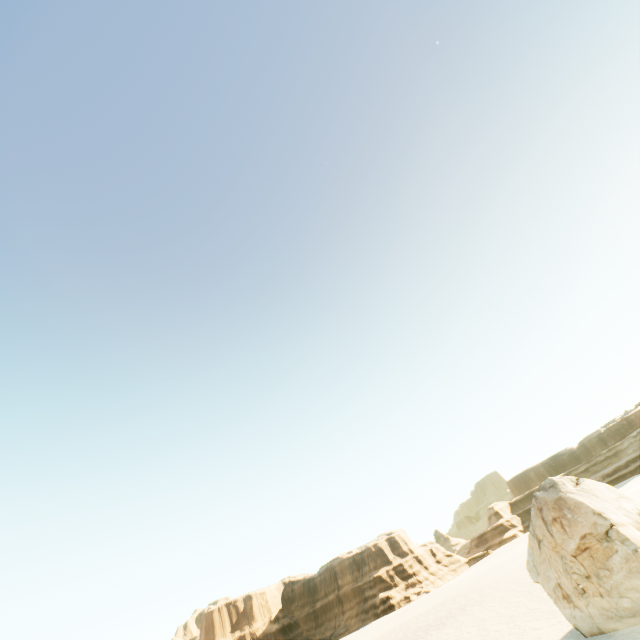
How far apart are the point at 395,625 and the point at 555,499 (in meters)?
46.19
